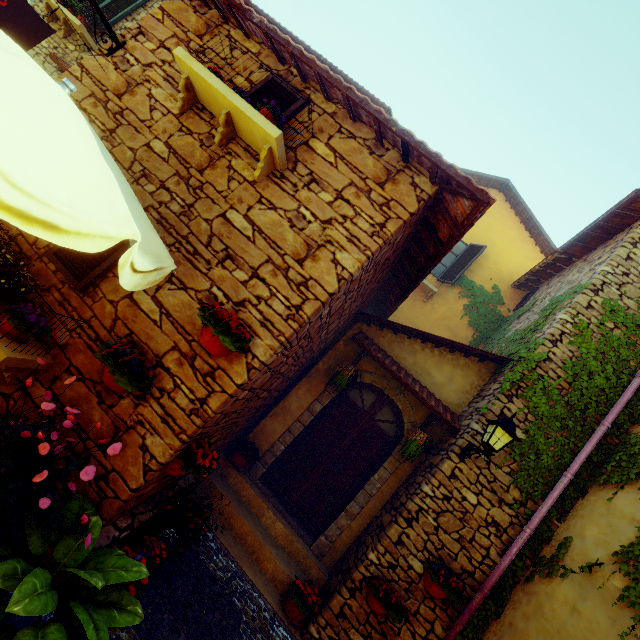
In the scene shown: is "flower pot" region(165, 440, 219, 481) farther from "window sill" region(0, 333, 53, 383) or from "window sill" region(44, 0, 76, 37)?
"window sill" region(44, 0, 76, 37)

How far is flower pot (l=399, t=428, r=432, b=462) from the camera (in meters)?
5.48

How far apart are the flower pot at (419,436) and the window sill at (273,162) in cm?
466

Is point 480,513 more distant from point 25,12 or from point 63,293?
point 25,12

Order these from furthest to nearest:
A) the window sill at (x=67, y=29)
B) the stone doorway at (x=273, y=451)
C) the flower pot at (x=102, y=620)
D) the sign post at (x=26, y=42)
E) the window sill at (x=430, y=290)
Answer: the window sill at (x=430, y=290), the window sill at (x=67, y=29), the stone doorway at (x=273, y=451), the sign post at (x=26, y=42), the flower pot at (x=102, y=620)

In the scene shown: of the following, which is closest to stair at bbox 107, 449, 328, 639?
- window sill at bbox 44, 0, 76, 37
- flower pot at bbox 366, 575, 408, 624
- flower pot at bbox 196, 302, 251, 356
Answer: flower pot at bbox 366, 575, 408, 624

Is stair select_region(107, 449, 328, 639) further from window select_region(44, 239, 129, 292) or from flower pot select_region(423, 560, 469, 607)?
window select_region(44, 239, 129, 292)

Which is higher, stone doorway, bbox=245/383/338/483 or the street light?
the street light
